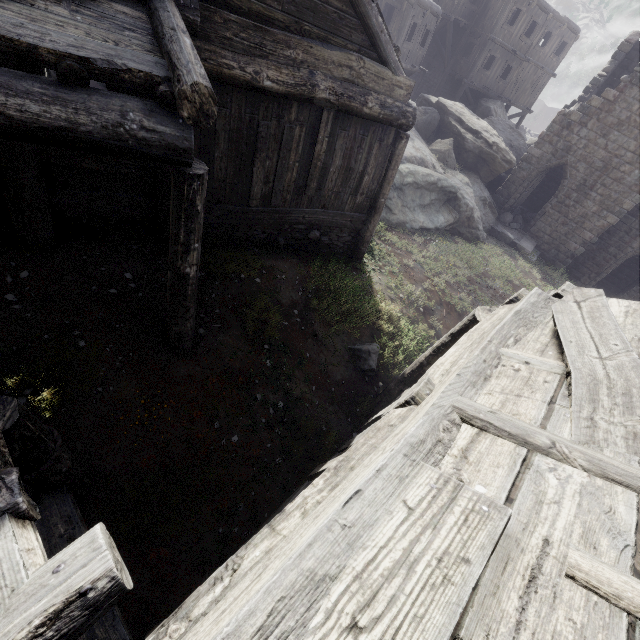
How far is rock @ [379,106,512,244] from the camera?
13.5 meters

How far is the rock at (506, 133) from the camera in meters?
22.3 m

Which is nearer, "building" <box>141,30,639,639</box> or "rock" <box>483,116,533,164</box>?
"building" <box>141,30,639,639</box>

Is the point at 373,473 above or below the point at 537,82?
below

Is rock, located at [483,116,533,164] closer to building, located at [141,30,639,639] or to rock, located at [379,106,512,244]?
building, located at [141,30,639,639]

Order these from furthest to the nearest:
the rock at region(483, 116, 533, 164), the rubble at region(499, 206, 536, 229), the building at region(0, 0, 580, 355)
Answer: the rock at region(483, 116, 533, 164), the rubble at region(499, 206, 536, 229), the building at region(0, 0, 580, 355)

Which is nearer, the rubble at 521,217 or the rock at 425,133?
the rock at 425,133

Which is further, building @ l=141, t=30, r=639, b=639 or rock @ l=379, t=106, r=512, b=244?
rock @ l=379, t=106, r=512, b=244
